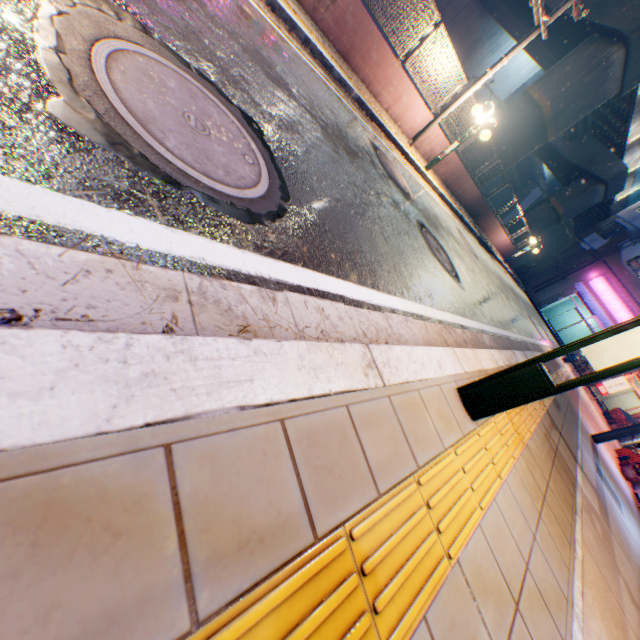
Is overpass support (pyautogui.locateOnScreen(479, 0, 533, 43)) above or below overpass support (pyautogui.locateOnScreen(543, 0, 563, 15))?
below

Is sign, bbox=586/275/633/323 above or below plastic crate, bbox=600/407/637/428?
above

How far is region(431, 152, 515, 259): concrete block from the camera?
13.32m

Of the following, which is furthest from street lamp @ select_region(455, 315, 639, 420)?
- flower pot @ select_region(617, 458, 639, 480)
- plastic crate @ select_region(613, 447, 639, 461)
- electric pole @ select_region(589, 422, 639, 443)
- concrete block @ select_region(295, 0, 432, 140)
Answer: plastic crate @ select_region(613, 447, 639, 461)

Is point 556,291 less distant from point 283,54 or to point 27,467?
point 283,54

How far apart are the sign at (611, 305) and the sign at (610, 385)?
13.8m

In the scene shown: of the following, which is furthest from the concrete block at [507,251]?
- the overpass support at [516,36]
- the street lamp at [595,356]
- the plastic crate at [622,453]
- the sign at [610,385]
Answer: the plastic crate at [622,453]

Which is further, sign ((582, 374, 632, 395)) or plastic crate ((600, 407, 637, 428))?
plastic crate ((600, 407, 637, 428))
